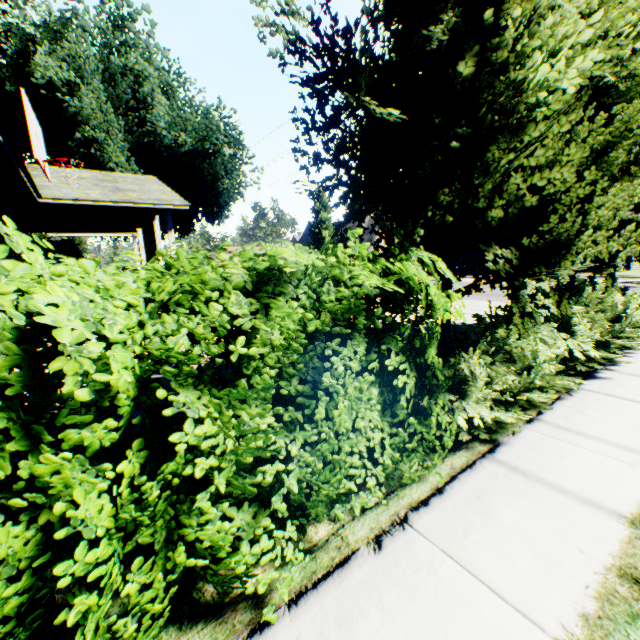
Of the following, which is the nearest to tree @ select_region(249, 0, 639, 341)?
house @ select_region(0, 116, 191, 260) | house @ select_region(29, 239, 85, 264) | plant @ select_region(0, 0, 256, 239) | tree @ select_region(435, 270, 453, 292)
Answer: tree @ select_region(435, 270, 453, 292)

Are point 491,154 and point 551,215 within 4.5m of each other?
yes

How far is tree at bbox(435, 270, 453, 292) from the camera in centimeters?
401cm

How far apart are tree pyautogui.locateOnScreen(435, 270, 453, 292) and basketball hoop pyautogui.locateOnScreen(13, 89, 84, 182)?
6.6m

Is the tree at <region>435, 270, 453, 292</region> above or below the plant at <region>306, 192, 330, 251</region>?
below

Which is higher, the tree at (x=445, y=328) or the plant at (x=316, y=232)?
the plant at (x=316, y=232)

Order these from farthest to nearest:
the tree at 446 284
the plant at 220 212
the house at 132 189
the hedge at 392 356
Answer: the plant at 220 212, the house at 132 189, the tree at 446 284, the hedge at 392 356
